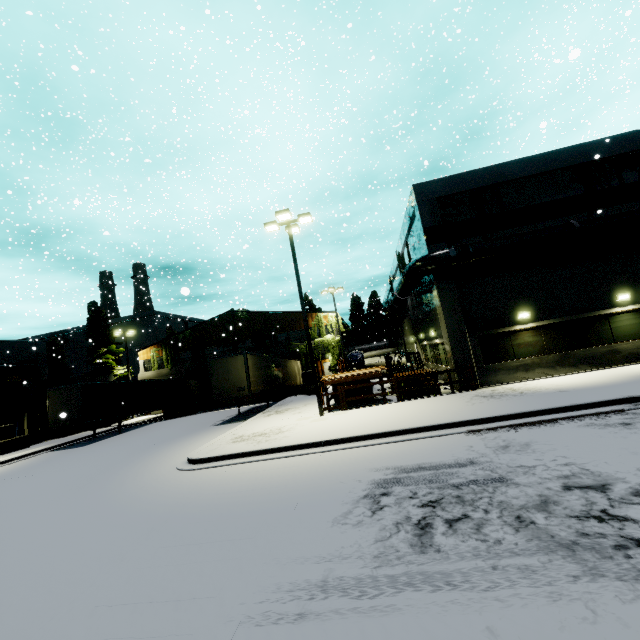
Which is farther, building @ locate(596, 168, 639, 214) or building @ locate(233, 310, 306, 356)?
building @ locate(233, 310, 306, 356)

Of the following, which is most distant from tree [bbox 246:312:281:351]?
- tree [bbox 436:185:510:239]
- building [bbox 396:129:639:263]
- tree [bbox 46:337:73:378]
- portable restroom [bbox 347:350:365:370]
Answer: tree [bbox 46:337:73:378]

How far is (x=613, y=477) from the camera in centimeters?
557cm

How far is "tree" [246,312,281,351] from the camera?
35.7 meters

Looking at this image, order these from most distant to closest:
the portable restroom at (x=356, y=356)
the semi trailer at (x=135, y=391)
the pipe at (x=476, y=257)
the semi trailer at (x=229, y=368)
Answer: the portable restroom at (x=356, y=356)
the semi trailer at (x=135, y=391)
the semi trailer at (x=229, y=368)
the pipe at (x=476, y=257)

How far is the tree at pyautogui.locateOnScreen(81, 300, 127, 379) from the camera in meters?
36.0

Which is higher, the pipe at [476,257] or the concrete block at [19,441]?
the pipe at [476,257]

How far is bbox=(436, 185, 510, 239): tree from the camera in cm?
1644
